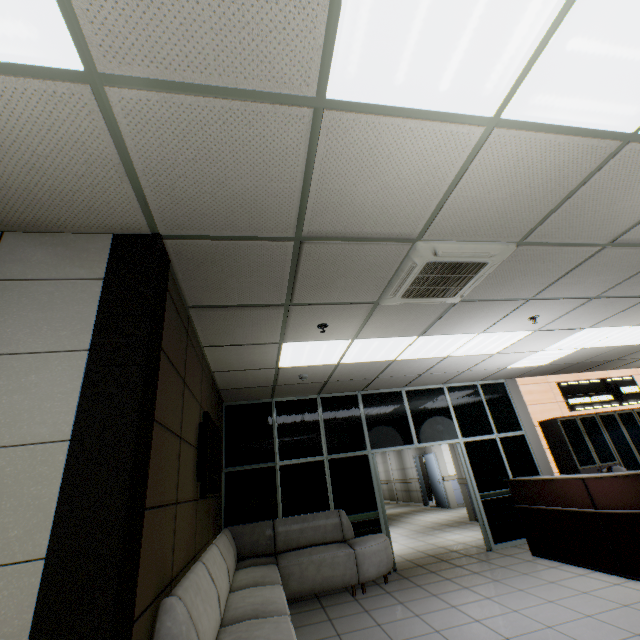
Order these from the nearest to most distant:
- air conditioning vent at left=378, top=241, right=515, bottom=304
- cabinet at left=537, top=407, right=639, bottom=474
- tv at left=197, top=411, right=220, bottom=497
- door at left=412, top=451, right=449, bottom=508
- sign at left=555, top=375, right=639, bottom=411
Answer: air conditioning vent at left=378, top=241, right=515, bottom=304, tv at left=197, top=411, right=220, bottom=497, cabinet at left=537, top=407, right=639, bottom=474, sign at left=555, top=375, right=639, bottom=411, door at left=412, top=451, right=449, bottom=508

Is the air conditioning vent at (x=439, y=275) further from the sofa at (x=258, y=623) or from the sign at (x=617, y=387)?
the sign at (x=617, y=387)

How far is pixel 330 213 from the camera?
2.3m

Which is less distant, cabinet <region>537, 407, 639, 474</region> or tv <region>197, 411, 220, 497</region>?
tv <region>197, 411, 220, 497</region>

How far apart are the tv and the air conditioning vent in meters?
2.3

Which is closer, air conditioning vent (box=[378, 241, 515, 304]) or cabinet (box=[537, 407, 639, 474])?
air conditioning vent (box=[378, 241, 515, 304])

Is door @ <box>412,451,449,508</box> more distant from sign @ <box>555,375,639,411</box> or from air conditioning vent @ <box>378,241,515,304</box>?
air conditioning vent @ <box>378,241,515,304</box>

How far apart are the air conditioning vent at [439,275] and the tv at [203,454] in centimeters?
226cm
